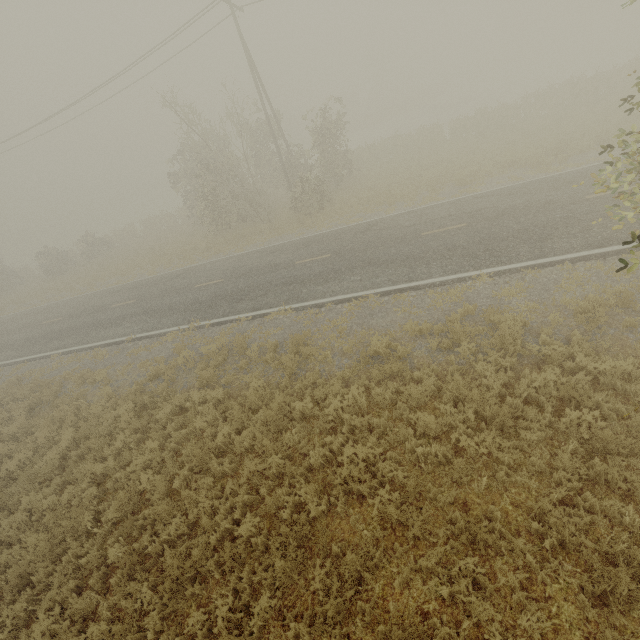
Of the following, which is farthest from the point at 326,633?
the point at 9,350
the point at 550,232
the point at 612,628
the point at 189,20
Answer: the point at 189,20
